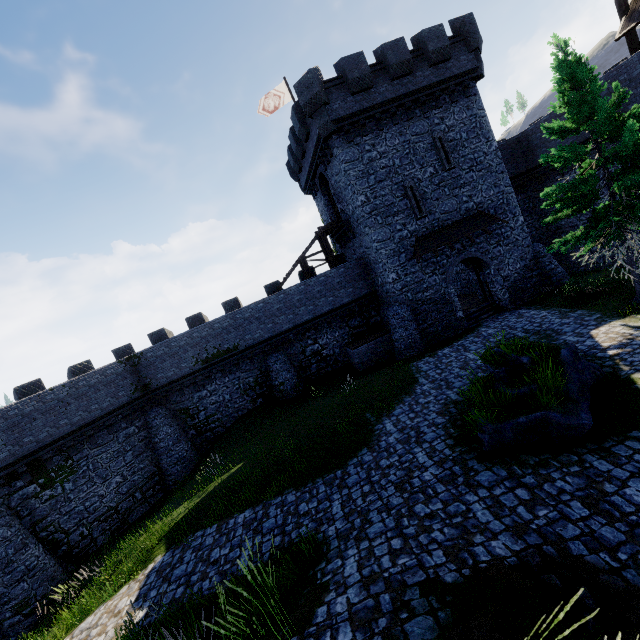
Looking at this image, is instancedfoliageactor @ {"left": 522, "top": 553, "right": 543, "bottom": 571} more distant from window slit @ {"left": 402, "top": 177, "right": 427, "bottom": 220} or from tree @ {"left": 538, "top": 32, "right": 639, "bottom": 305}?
window slit @ {"left": 402, "top": 177, "right": 427, "bottom": 220}

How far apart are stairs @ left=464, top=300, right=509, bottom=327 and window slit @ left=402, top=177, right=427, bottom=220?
6.64m

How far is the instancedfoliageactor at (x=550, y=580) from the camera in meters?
4.7

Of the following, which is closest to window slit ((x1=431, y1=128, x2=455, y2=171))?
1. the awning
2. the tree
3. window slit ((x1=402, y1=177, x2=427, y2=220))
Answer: window slit ((x1=402, y1=177, x2=427, y2=220))

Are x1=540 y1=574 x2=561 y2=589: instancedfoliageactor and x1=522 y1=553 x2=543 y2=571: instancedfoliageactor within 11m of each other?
yes

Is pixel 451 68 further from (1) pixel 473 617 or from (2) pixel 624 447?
(1) pixel 473 617

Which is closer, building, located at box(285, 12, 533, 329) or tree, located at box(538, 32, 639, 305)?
tree, located at box(538, 32, 639, 305)

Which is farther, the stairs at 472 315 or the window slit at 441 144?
the stairs at 472 315
